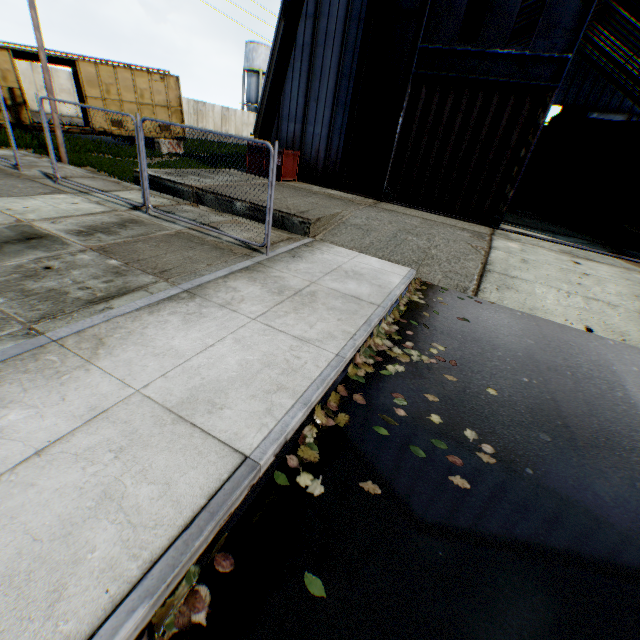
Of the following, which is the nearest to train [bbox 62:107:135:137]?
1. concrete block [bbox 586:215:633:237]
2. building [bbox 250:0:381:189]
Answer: building [bbox 250:0:381:189]

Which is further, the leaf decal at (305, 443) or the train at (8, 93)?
the train at (8, 93)

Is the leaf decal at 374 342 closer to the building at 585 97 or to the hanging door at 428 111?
the hanging door at 428 111

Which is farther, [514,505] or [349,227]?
[349,227]

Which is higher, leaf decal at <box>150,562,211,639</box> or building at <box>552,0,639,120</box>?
building at <box>552,0,639,120</box>

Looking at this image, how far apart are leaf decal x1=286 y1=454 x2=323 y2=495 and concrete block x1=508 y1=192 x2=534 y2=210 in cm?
2114

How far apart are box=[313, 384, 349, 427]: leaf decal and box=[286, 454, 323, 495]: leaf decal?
0.12m
